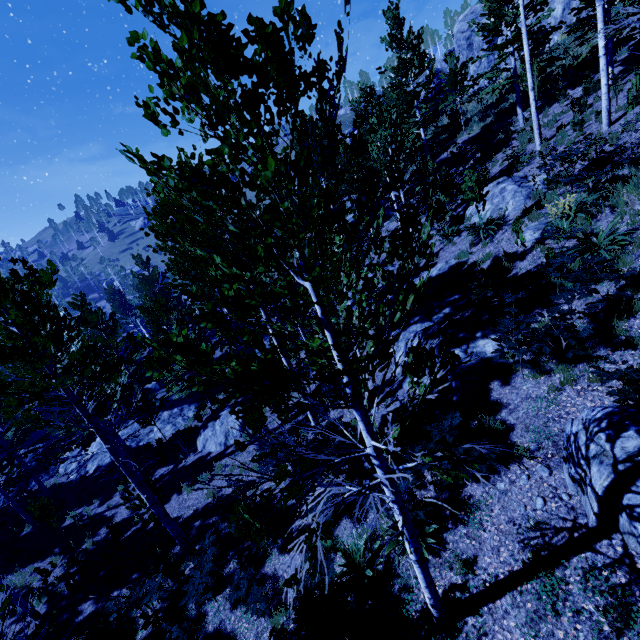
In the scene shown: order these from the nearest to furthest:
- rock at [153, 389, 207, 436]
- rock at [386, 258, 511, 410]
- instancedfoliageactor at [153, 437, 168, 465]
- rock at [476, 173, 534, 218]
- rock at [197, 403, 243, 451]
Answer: rock at [386, 258, 511, 410] < rock at [476, 173, 534, 218] < rock at [197, 403, 243, 451] < instancedfoliageactor at [153, 437, 168, 465] < rock at [153, 389, 207, 436]

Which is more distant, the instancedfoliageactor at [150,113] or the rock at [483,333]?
the rock at [483,333]

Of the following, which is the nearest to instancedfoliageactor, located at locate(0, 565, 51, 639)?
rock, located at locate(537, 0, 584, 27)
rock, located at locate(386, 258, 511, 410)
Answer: rock, located at locate(386, 258, 511, 410)

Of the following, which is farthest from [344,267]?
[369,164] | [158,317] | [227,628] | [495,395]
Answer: [369,164]

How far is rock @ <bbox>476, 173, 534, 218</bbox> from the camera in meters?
12.6

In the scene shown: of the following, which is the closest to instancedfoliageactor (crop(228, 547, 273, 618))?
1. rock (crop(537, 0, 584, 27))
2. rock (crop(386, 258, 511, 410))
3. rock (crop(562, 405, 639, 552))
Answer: rock (crop(386, 258, 511, 410))

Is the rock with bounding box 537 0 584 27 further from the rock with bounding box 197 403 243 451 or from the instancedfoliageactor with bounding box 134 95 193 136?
the rock with bounding box 197 403 243 451

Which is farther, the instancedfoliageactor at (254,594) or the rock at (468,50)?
the rock at (468,50)
